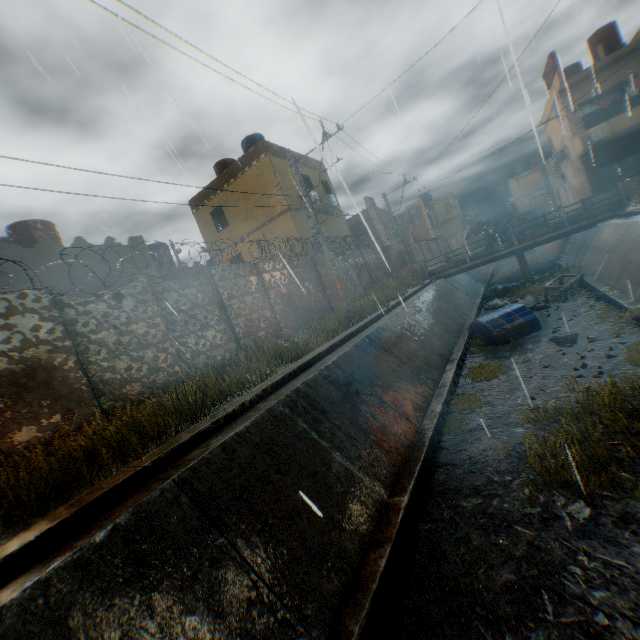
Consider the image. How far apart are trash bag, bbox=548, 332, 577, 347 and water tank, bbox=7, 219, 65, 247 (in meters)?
18.44

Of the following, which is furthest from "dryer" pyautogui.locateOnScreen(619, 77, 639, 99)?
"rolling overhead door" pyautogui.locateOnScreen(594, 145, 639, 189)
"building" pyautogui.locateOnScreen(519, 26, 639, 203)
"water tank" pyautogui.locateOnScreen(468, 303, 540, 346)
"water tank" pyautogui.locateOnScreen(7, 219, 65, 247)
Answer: "water tank" pyautogui.locateOnScreen(7, 219, 65, 247)

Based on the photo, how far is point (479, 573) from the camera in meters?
3.9 m

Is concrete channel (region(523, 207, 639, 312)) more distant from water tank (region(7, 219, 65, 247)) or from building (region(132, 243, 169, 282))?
water tank (region(7, 219, 65, 247))

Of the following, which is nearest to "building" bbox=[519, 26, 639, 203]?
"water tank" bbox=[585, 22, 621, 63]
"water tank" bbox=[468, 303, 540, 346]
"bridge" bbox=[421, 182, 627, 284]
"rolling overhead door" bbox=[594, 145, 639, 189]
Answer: "rolling overhead door" bbox=[594, 145, 639, 189]

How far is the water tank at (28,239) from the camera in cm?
1270

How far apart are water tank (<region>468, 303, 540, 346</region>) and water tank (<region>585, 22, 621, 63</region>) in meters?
24.1 m

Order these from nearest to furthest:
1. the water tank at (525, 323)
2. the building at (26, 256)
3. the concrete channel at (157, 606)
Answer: the concrete channel at (157, 606), the building at (26, 256), the water tank at (525, 323)
